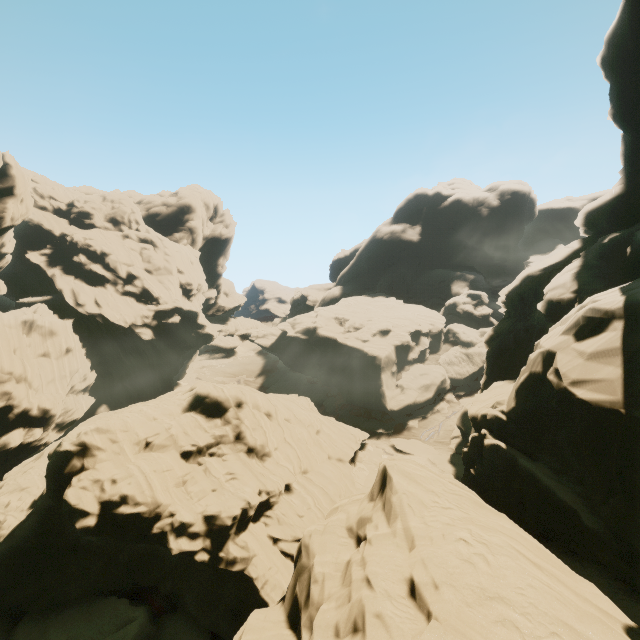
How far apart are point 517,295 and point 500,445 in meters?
16.5 m
